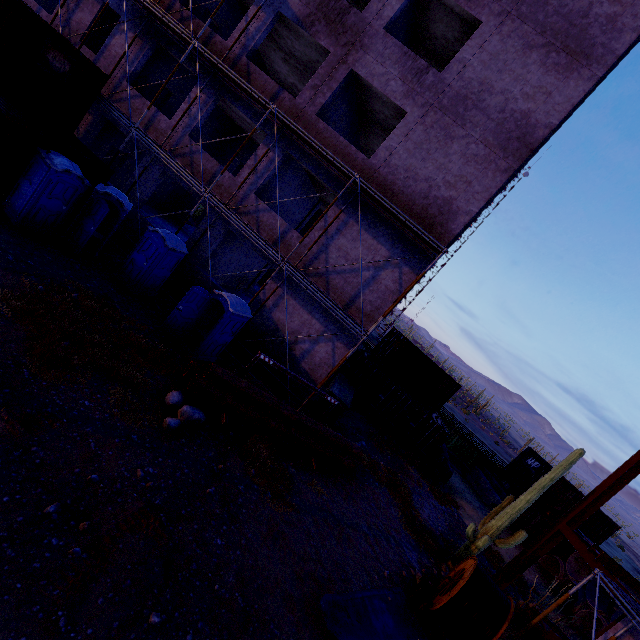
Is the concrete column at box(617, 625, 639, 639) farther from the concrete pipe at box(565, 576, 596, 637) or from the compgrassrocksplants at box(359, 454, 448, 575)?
the concrete pipe at box(565, 576, 596, 637)

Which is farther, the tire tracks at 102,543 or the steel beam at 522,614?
the steel beam at 522,614

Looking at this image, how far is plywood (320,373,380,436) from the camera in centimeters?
1520cm

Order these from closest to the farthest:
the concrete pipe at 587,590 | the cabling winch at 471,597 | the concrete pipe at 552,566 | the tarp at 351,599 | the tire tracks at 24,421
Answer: the tire tracks at 24,421 → the tarp at 351,599 → the cabling winch at 471,597 → the concrete pipe at 587,590 → the concrete pipe at 552,566

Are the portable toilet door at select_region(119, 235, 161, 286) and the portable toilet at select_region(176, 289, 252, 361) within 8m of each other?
yes

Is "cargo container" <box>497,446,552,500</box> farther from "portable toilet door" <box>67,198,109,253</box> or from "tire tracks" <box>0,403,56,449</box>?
"portable toilet door" <box>67,198,109,253</box>

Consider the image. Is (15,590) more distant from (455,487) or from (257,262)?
(455,487)

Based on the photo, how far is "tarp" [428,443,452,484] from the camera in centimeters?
1909cm
